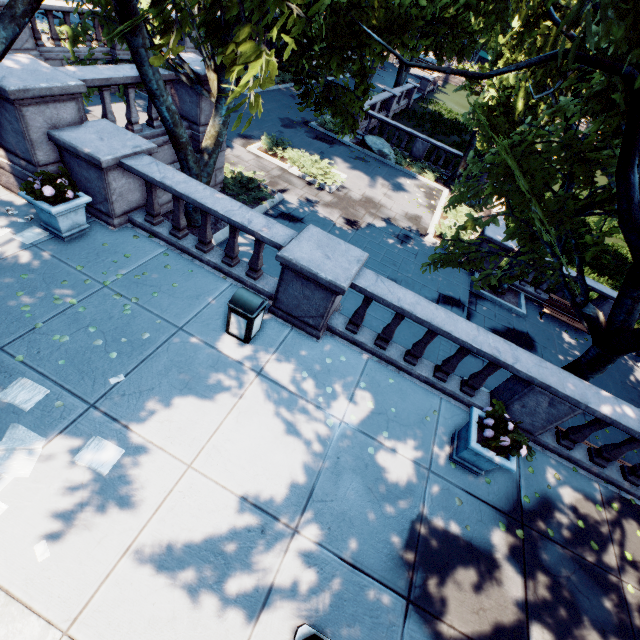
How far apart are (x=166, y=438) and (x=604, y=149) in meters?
13.1

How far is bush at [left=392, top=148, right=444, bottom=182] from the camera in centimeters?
2084cm

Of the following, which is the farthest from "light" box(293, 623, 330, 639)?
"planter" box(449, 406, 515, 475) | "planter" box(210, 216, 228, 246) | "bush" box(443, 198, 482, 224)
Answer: "bush" box(443, 198, 482, 224)

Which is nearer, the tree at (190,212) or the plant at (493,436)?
the plant at (493,436)

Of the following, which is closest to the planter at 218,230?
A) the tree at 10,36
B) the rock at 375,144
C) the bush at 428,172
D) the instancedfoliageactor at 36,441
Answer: the tree at 10,36

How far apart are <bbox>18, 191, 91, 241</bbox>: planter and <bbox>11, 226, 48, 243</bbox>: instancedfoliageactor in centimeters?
2cm

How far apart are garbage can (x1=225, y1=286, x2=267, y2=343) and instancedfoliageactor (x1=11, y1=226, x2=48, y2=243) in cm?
431

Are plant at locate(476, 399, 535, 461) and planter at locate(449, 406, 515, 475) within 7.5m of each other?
yes
